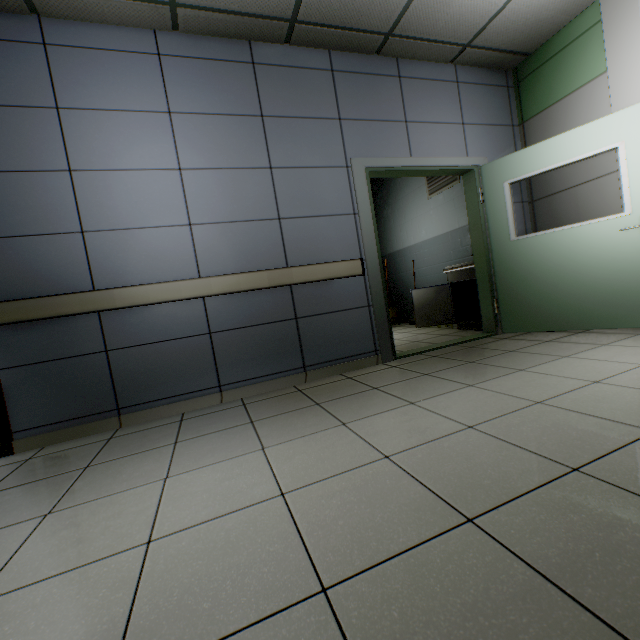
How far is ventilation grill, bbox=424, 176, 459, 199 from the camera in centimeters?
522cm

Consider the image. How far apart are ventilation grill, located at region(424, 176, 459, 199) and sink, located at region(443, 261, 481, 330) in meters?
1.3

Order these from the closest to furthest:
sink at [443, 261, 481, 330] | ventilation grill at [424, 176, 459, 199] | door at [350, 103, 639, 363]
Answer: door at [350, 103, 639, 363] → sink at [443, 261, 481, 330] → ventilation grill at [424, 176, 459, 199]

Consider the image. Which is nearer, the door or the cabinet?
the door

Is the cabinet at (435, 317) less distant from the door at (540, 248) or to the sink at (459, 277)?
the sink at (459, 277)

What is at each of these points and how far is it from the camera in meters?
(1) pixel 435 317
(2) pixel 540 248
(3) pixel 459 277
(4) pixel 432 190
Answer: (1) cabinet, 5.0
(2) door, 3.5
(3) sink, 4.7
(4) ventilation grill, 5.7

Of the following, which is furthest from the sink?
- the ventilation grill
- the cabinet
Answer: the ventilation grill

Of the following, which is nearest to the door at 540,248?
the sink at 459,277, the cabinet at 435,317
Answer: the sink at 459,277
